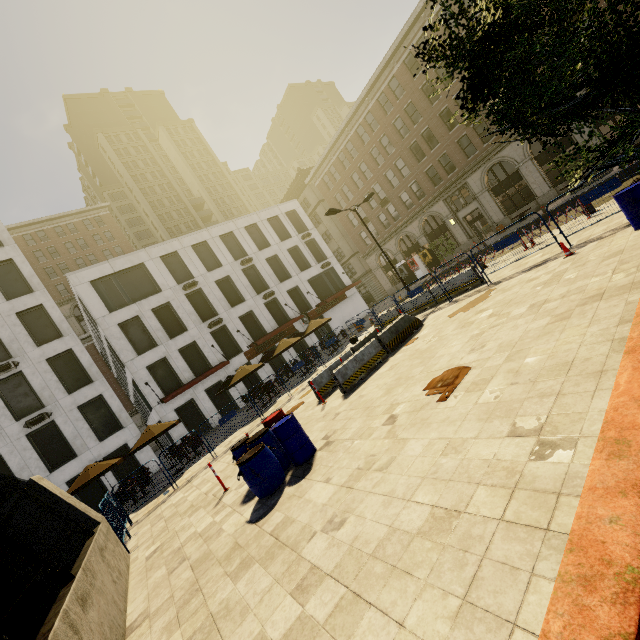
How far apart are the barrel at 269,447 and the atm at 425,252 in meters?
31.5

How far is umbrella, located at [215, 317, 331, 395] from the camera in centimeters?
1963cm

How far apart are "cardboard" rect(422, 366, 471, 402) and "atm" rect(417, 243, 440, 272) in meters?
31.2 m

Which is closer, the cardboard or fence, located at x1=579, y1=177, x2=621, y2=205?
the cardboard

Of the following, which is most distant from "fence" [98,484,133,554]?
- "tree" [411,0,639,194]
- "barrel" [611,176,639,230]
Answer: "tree" [411,0,639,194]

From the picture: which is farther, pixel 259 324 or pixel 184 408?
pixel 259 324

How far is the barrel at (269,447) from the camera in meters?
6.8 m

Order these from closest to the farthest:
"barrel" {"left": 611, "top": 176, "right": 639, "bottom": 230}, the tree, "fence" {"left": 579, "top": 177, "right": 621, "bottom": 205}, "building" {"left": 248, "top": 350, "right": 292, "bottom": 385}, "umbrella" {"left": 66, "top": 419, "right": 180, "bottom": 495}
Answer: the tree → "barrel" {"left": 611, "top": 176, "right": 639, "bottom": 230} → "fence" {"left": 579, "top": 177, "right": 621, "bottom": 205} → "umbrella" {"left": 66, "top": 419, "right": 180, "bottom": 495} → "building" {"left": 248, "top": 350, "right": 292, "bottom": 385}
